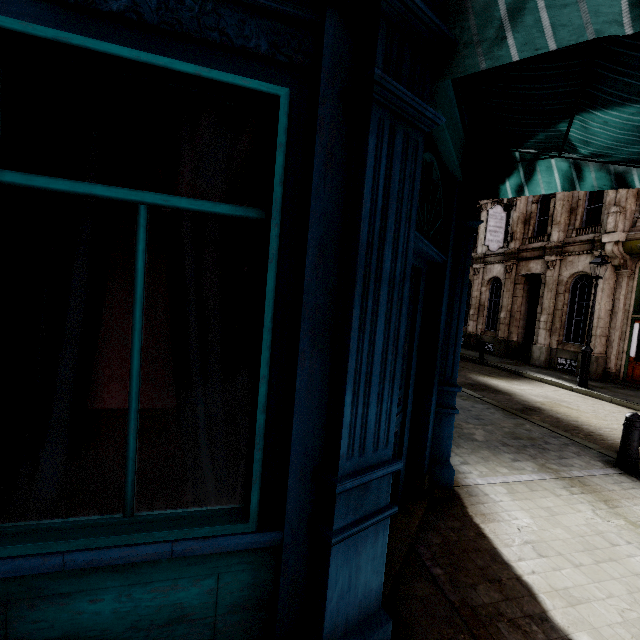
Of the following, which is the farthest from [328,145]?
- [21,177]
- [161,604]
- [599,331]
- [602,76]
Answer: [599,331]

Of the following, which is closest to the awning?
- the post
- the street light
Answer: the post

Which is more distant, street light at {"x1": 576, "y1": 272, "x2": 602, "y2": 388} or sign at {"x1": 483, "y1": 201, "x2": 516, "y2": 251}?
sign at {"x1": 483, "y1": 201, "x2": 516, "y2": 251}

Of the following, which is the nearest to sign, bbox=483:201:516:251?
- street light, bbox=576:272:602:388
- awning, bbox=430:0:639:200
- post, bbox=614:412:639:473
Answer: street light, bbox=576:272:602:388

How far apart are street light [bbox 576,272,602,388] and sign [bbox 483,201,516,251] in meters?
6.3

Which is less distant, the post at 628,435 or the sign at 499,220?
the post at 628,435

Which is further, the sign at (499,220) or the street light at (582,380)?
the sign at (499,220)
